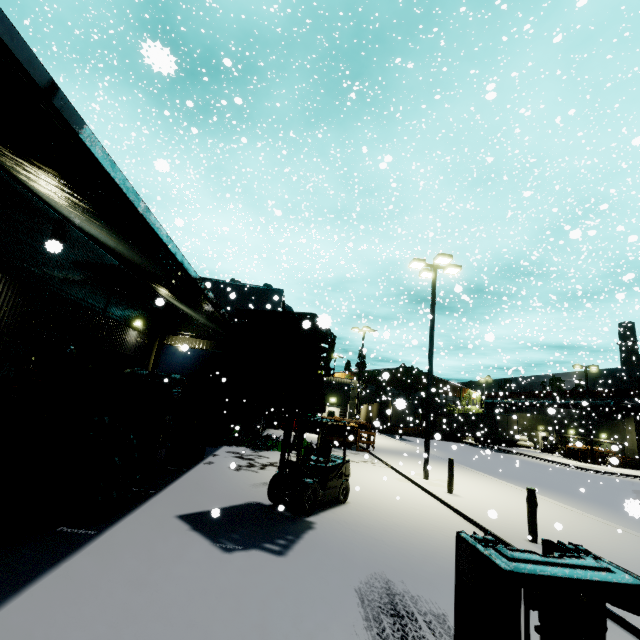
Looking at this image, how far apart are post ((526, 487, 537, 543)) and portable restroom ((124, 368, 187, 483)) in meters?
9.6

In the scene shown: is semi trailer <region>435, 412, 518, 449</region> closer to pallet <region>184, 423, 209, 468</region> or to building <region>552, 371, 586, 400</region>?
building <region>552, 371, 586, 400</region>

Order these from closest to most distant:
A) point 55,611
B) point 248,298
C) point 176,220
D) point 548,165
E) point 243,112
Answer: point 55,611 < point 176,220 < point 248,298 < point 548,165 < point 243,112

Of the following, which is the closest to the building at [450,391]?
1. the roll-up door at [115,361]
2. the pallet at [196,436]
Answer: the roll-up door at [115,361]

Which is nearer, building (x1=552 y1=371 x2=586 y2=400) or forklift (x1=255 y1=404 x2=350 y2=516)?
forklift (x1=255 y1=404 x2=350 y2=516)

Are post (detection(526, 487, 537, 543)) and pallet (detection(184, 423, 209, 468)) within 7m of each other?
no

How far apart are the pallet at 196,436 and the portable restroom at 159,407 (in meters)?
0.72

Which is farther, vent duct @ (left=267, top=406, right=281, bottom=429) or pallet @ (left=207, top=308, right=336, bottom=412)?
vent duct @ (left=267, top=406, right=281, bottom=429)
